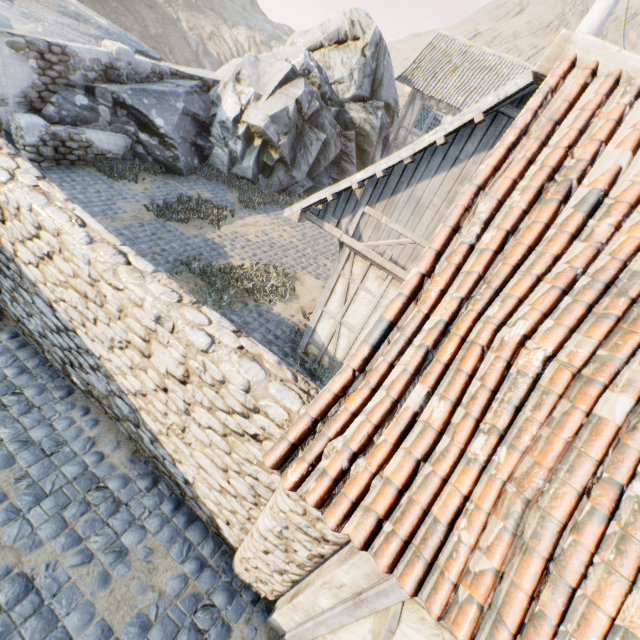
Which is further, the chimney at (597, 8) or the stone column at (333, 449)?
the chimney at (597, 8)

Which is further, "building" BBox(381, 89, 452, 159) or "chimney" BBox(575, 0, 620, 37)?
"building" BBox(381, 89, 452, 159)

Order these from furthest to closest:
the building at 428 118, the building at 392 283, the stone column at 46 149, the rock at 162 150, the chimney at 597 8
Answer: the building at 428 118 < the chimney at 597 8 < the rock at 162 150 < the stone column at 46 149 < the building at 392 283

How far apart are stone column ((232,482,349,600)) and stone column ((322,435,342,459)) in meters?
0.3

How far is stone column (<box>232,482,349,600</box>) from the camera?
2.7m

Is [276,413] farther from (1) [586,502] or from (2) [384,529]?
(1) [586,502]

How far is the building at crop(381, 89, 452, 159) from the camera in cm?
1806

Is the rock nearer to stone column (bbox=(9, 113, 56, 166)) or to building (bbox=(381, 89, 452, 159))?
stone column (bbox=(9, 113, 56, 166))
